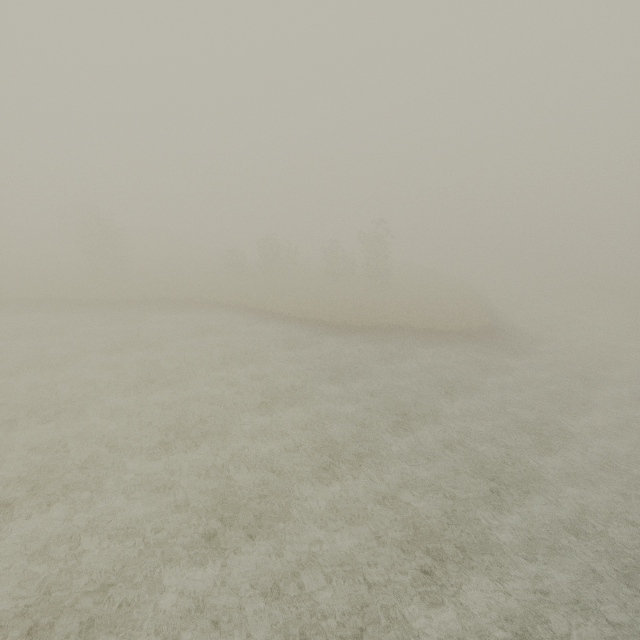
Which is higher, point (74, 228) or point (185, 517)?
point (74, 228)
